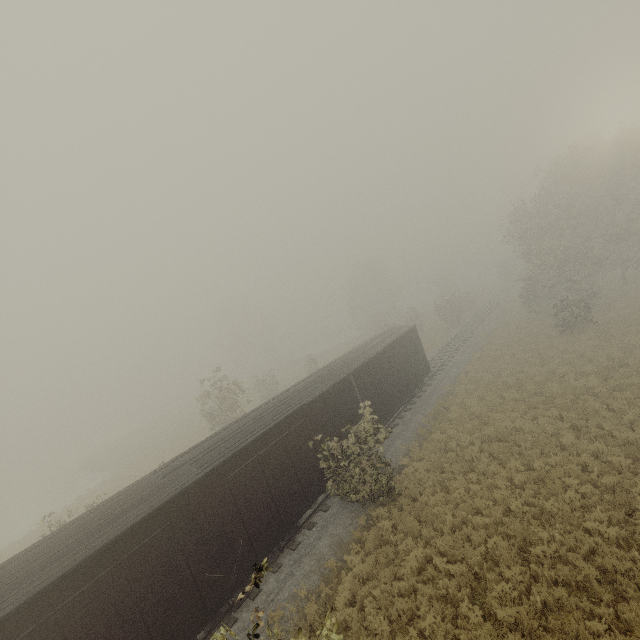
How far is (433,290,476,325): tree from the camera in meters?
41.9

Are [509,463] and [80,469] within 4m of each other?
no

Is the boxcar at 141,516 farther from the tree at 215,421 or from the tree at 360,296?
the tree at 360,296

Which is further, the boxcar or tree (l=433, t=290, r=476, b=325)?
tree (l=433, t=290, r=476, b=325)

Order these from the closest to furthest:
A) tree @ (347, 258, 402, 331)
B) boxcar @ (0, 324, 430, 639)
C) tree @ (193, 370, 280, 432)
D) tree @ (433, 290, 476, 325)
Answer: boxcar @ (0, 324, 430, 639)
tree @ (193, 370, 280, 432)
tree @ (433, 290, 476, 325)
tree @ (347, 258, 402, 331)

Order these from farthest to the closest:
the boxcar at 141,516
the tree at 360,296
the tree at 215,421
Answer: the tree at 360,296 < the tree at 215,421 < the boxcar at 141,516

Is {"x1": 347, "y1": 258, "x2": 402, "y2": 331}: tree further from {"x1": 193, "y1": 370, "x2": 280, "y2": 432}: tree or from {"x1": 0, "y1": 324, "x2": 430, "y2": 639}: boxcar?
{"x1": 0, "y1": 324, "x2": 430, "y2": 639}: boxcar

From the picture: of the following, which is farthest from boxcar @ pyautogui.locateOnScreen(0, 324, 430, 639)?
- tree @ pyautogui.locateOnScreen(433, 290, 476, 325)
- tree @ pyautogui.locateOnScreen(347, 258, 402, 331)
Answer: tree @ pyautogui.locateOnScreen(347, 258, 402, 331)
